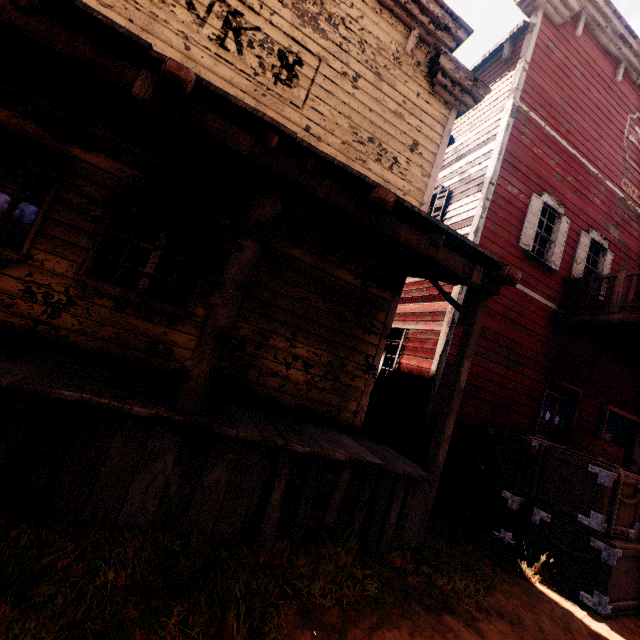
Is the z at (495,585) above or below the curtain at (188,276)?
below

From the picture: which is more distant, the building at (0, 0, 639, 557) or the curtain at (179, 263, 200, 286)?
the curtain at (179, 263, 200, 286)

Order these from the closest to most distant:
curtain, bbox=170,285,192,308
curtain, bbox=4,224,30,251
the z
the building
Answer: the z
the building
curtain, bbox=4,224,30,251
curtain, bbox=170,285,192,308

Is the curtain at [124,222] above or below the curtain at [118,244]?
above

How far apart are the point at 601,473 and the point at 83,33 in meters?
7.5 m

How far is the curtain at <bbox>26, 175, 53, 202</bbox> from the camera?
4.10m

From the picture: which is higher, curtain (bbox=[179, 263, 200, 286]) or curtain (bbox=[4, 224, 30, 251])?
curtain (bbox=[179, 263, 200, 286])
